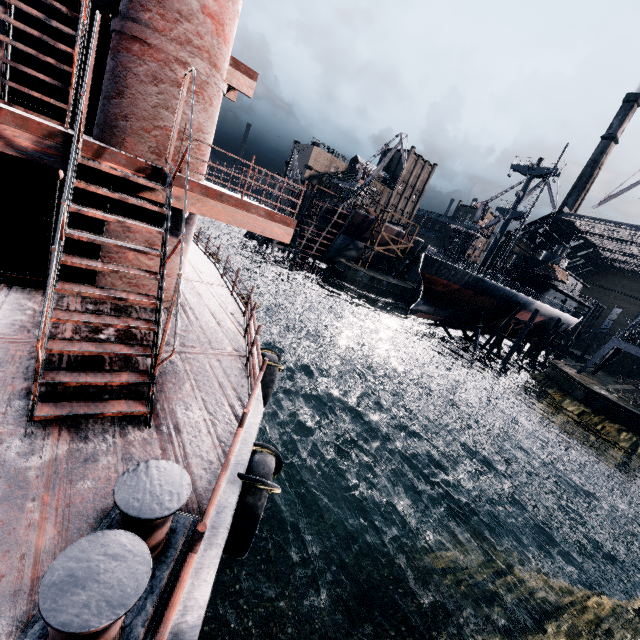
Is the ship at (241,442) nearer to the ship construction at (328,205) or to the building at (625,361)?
the ship construction at (328,205)

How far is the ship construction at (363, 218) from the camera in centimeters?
5778cm

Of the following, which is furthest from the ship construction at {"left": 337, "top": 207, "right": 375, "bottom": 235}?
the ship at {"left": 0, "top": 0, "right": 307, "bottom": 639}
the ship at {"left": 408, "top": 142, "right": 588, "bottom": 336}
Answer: the ship at {"left": 0, "top": 0, "right": 307, "bottom": 639}

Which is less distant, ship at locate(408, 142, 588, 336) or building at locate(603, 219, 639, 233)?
ship at locate(408, 142, 588, 336)

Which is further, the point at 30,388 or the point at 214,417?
the point at 214,417

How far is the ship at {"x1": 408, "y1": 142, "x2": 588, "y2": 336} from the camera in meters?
39.6 m

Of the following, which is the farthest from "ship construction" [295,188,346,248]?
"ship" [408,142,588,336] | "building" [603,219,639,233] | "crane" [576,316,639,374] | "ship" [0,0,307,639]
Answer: "building" [603,219,639,233]
